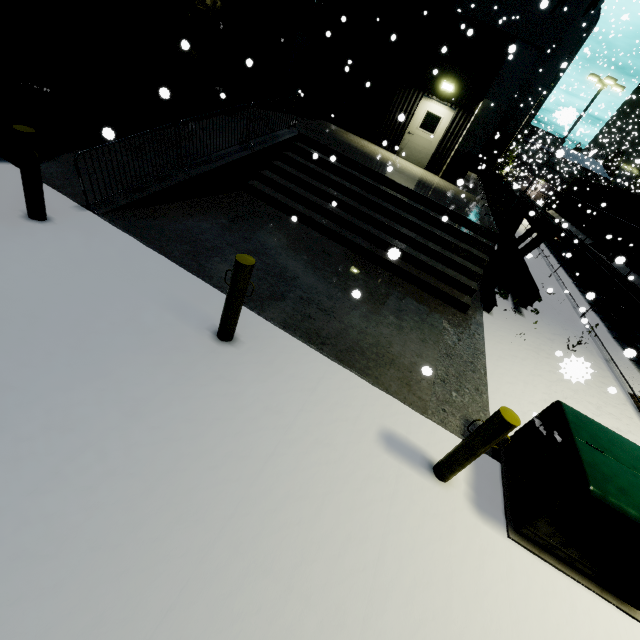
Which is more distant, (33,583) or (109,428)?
(109,428)

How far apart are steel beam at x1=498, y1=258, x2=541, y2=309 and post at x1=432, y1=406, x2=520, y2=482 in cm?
722

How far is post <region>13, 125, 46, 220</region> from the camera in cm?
385

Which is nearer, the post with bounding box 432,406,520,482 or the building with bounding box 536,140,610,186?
the post with bounding box 432,406,520,482

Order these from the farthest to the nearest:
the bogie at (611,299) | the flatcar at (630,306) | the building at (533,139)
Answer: the building at (533,139) → the bogie at (611,299) → the flatcar at (630,306)

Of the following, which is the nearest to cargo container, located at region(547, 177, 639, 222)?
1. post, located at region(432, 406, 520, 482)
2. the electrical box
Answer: the electrical box

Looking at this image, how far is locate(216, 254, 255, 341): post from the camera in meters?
3.4

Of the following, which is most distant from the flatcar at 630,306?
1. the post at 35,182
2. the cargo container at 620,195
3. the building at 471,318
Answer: the post at 35,182
